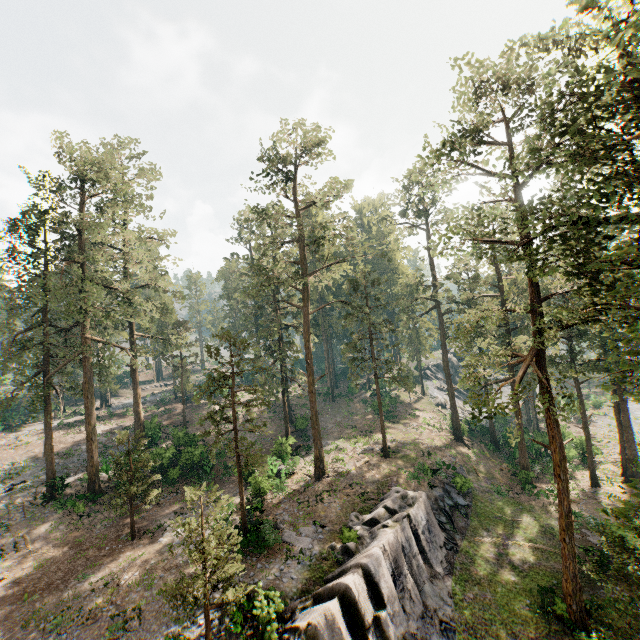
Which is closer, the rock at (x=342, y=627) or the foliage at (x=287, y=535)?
the rock at (x=342, y=627)

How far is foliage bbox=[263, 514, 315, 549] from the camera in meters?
20.3

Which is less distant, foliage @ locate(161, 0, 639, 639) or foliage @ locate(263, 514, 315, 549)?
foliage @ locate(161, 0, 639, 639)

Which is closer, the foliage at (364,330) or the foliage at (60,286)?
the foliage at (364,330)

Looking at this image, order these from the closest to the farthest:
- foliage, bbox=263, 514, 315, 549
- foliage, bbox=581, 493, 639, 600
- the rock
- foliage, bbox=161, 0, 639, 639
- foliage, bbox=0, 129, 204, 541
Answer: foliage, bbox=581, 493, 639, 600, foliage, bbox=161, 0, 639, 639, the rock, foliage, bbox=263, 514, 315, 549, foliage, bbox=0, 129, 204, 541

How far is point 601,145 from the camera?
12.6m
